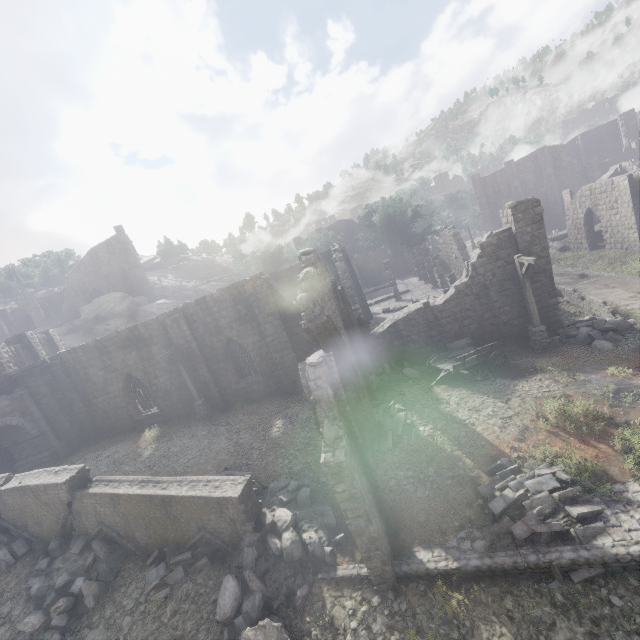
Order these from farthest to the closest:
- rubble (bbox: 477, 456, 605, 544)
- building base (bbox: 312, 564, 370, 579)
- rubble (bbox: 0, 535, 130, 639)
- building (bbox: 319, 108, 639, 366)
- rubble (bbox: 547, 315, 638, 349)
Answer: building (bbox: 319, 108, 639, 366) → rubble (bbox: 547, 315, 638, 349) → rubble (bbox: 0, 535, 130, 639) → building base (bbox: 312, 564, 370, 579) → rubble (bbox: 477, 456, 605, 544)

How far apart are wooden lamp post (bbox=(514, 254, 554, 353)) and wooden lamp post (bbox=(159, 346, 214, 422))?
17.5 meters

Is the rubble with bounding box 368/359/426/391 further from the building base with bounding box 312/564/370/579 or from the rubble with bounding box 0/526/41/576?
the building base with bounding box 312/564/370/579

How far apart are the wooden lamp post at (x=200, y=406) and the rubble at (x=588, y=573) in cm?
1638

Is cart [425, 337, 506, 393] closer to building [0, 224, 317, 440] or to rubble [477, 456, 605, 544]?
building [0, 224, 317, 440]

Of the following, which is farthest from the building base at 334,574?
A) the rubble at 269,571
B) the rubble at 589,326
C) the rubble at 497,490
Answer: the rubble at 589,326

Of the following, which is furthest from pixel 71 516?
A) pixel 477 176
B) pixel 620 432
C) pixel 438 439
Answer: pixel 477 176

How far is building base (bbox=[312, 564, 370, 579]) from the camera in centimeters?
843cm
